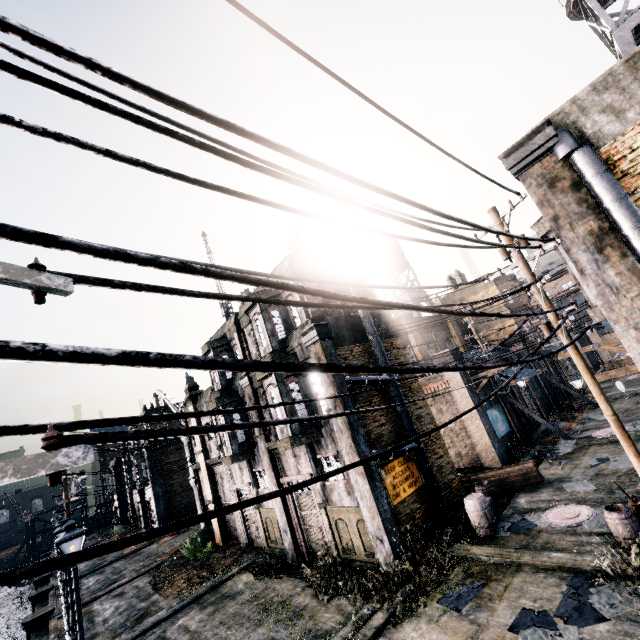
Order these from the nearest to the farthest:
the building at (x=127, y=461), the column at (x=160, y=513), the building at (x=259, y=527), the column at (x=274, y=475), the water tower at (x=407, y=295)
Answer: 1. the column at (x=274, y=475)
2. the building at (x=259, y=527)
3. the water tower at (x=407, y=295)
4. the column at (x=160, y=513)
5. the building at (x=127, y=461)

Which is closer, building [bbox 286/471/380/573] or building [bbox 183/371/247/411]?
building [bbox 286/471/380/573]

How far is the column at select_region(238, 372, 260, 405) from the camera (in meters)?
18.23

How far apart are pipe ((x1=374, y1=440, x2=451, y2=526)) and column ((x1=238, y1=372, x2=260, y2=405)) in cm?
654

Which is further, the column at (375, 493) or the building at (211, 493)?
the building at (211, 493)

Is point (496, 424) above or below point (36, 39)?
below

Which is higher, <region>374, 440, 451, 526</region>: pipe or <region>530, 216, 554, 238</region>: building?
<region>530, 216, 554, 238</region>: building

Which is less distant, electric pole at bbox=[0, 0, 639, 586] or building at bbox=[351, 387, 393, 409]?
electric pole at bbox=[0, 0, 639, 586]
